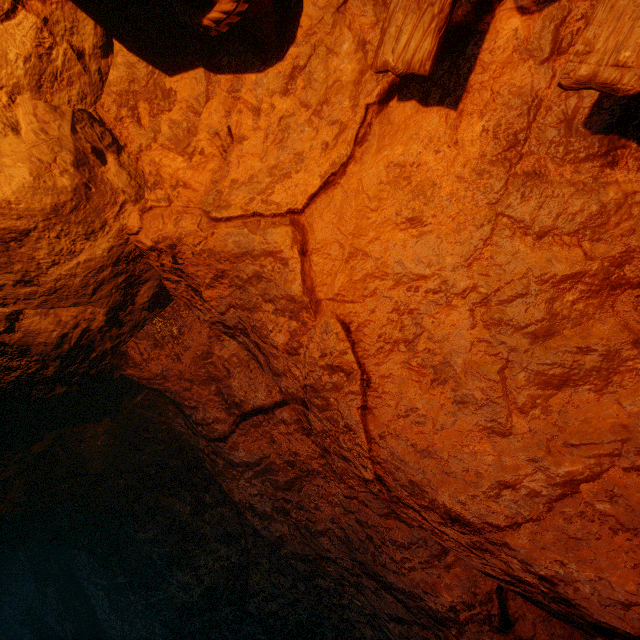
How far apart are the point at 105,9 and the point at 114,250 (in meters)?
1.22

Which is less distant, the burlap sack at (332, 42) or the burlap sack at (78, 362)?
the burlap sack at (332, 42)

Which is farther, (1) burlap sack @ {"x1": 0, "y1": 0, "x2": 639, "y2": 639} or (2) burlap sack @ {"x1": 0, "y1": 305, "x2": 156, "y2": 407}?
(2) burlap sack @ {"x1": 0, "y1": 305, "x2": 156, "y2": 407}
